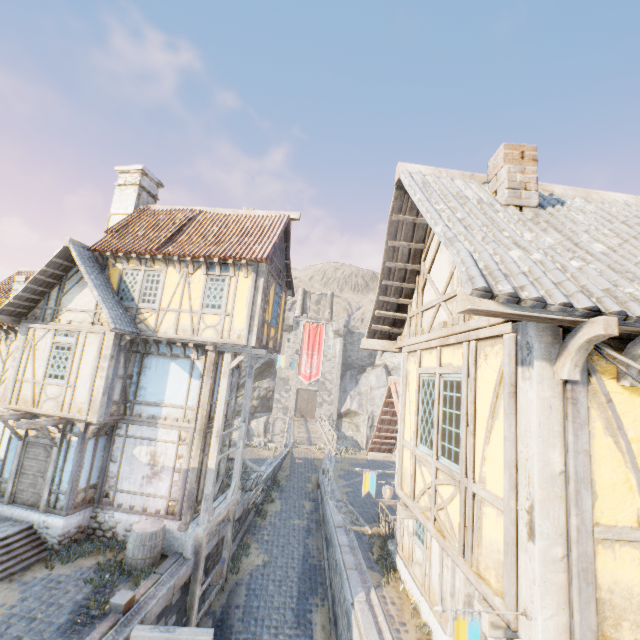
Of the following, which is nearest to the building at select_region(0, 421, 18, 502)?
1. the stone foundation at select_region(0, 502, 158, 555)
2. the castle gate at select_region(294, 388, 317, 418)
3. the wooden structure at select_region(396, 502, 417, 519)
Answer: the stone foundation at select_region(0, 502, 158, 555)

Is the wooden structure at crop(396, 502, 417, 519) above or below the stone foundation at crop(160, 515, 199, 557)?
above

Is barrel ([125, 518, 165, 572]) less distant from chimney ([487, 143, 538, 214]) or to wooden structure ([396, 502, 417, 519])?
wooden structure ([396, 502, 417, 519])

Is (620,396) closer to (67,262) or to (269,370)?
(67,262)

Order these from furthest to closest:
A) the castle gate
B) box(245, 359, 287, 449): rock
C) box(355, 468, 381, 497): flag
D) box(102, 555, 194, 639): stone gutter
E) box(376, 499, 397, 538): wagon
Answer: the castle gate → box(245, 359, 287, 449): rock → box(376, 499, 397, 538): wagon → box(102, 555, 194, 639): stone gutter → box(355, 468, 381, 497): flag

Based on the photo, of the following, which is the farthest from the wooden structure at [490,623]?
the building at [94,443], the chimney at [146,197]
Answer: the chimney at [146,197]

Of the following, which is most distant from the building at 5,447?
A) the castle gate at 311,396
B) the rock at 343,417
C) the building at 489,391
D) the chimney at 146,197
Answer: the castle gate at 311,396

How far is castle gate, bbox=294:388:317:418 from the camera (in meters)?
45.03
